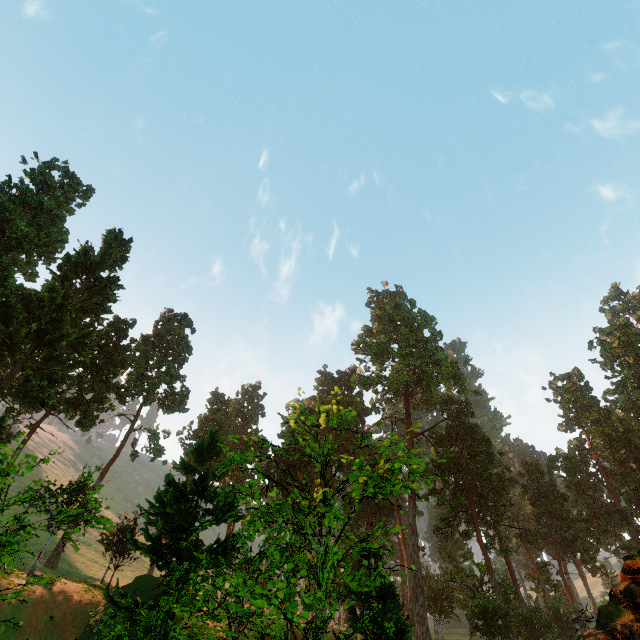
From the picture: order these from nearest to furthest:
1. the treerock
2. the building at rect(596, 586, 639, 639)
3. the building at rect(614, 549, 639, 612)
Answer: the building at rect(596, 586, 639, 639)
the building at rect(614, 549, 639, 612)
the treerock

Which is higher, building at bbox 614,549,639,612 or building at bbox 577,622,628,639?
building at bbox 614,549,639,612

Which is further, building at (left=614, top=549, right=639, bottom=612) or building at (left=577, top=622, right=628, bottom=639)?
building at (left=614, top=549, right=639, bottom=612)

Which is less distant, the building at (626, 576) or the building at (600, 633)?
the building at (600, 633)

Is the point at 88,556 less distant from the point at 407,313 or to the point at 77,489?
the point at 77,489

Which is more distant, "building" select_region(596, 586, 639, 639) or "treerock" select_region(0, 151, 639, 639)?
"treerock" select_region(0, 151, 639, 639)

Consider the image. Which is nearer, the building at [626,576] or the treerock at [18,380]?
the building at [626,576]
